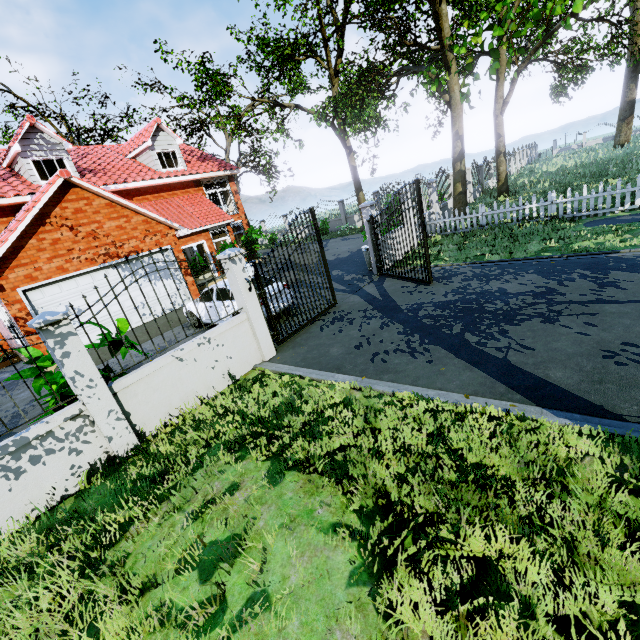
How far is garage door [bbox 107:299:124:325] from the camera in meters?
11.8 m

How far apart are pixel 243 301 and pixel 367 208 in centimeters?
631cm

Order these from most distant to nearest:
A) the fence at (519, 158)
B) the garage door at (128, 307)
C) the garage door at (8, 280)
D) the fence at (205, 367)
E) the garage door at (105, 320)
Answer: the fence at (519, 158) < the garage door at (128, 307) < the garage door at (105, 320) < the garage door at (8, 280) < the fence at (205, 367)

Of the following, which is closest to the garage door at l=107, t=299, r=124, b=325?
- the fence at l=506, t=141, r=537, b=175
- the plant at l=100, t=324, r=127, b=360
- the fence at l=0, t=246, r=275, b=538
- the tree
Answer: the plant at l=100, t=324, r=127, b=360

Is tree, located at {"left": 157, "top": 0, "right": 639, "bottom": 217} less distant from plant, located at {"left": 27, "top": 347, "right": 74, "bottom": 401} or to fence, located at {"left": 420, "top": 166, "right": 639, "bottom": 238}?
fence, located at {"left": 420, "top": 166, "right": 639, "bottom": 238}

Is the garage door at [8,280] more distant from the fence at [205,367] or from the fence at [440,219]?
the fence at [440,219]

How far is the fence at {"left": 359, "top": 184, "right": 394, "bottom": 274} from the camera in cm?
1110

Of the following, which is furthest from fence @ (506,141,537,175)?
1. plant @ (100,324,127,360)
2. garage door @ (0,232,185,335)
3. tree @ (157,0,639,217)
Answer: plant @ (100,324,127,360)
